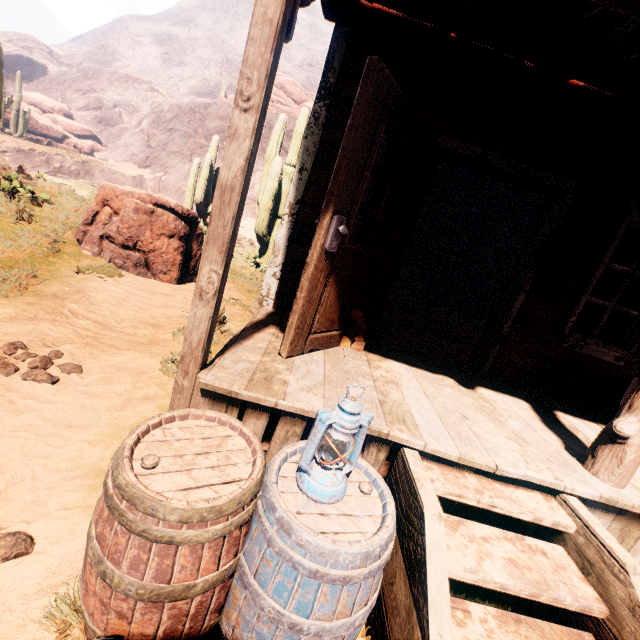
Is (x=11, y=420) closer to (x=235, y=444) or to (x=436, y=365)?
(x=235, y=444)

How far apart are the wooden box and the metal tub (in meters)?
6.65

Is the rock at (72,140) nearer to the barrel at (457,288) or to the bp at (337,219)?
the bp at (337,219)

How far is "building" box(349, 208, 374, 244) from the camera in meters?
3.6 m

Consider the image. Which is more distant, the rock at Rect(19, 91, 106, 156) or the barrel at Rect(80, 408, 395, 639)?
the rock at Rect(19, 91, 106, 156)

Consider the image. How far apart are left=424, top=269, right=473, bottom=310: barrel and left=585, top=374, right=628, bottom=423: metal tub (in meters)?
6.32

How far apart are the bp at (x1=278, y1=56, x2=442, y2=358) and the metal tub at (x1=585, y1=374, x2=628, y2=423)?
2.7 meters

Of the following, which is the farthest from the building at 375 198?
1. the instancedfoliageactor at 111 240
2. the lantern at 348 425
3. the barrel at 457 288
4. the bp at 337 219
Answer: the barrel at 457 288
